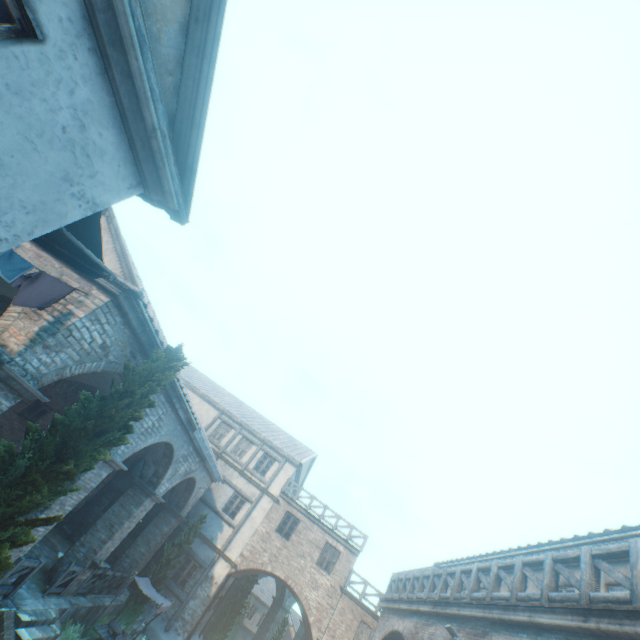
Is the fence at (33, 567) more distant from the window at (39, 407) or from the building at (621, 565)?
the building at (621, 565)

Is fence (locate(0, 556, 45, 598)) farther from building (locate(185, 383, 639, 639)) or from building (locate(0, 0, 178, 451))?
building (locate(0, 0, 178, 451))

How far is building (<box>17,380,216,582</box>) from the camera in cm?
1004

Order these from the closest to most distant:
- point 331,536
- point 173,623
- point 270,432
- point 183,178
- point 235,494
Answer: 1. point 183,178
2. point 173,623
3. point 331,536
4. point 235,494
5. point 270,432

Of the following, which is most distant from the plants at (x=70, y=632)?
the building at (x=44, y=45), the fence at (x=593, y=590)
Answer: the fence at (x=593, y=590)

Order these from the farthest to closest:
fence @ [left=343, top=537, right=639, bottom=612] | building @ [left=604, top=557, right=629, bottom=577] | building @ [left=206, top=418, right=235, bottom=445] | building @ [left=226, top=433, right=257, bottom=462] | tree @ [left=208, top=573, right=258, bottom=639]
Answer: building @ [left=206, top=418, right=235, bottom=445]
building @ [left=226, top=433, right=257, bottom=462]
tree @ [left=208, top=573, right=258, bottom=639]
building @ [left=604, top=557, right=629, bottom=577]
fence @ [left=343, top=537, right=639, bottom=612]

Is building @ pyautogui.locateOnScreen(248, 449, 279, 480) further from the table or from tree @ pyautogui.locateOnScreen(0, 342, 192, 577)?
the table

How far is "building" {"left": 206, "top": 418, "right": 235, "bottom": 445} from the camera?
23.1m
